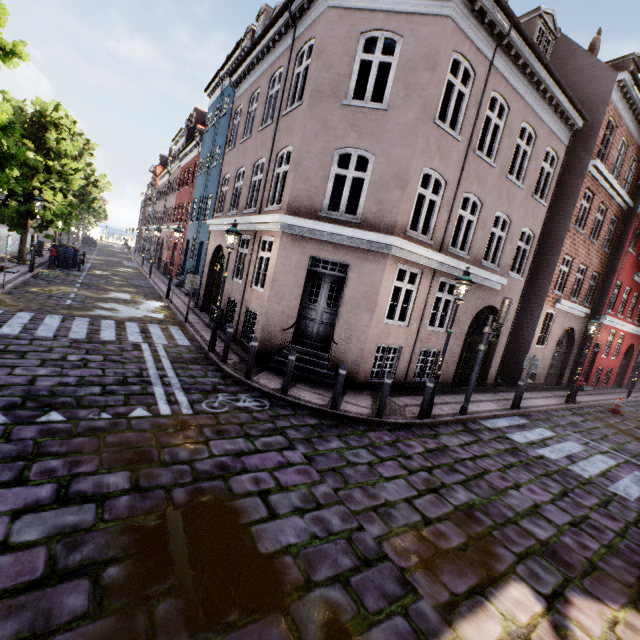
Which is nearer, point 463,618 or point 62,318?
point 463,618

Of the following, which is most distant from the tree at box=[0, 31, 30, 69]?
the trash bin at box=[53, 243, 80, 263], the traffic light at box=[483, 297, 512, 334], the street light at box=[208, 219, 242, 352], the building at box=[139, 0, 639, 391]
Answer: the traffic light at box=[483, 297, 512, 334]

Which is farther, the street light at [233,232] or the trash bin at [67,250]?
the trash bin at [67,250]

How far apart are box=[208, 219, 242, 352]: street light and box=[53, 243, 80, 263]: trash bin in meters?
16.6 m

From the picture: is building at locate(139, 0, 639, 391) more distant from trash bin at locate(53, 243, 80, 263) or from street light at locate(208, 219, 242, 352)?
trash bin at locate(53, 243, 80, 263)

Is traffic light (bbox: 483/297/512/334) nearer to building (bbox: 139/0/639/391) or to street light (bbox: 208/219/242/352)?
building (bbox: 139/0/639/391)

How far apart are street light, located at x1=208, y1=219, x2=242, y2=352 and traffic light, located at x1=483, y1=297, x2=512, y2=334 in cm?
741

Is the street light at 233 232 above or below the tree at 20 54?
below
